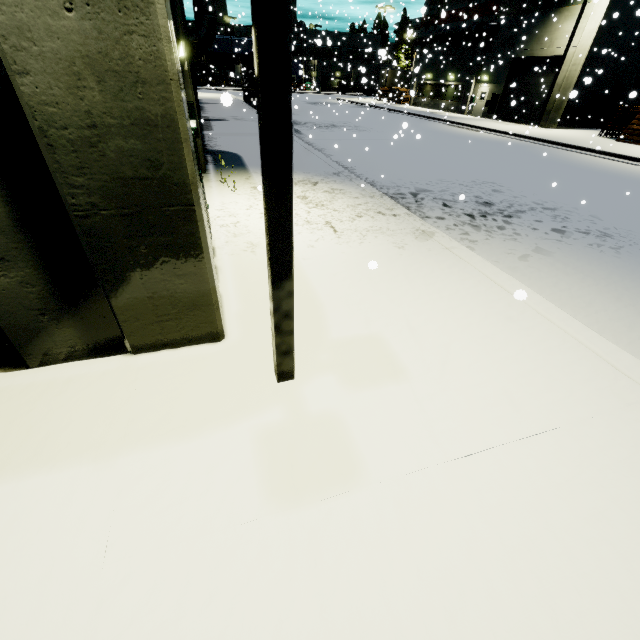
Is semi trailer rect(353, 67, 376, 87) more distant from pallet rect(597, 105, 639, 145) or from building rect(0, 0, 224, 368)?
pallet rect(597, 105, 639, 145)

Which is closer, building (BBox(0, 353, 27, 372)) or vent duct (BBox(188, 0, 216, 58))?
building (BBox(0, 353, 27, 372))

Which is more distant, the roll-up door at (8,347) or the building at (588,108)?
the building at (588,108)

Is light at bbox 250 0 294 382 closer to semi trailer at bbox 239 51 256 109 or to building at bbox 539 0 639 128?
building at bbox 539 0 639 128

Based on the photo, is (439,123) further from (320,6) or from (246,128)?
(246,128)

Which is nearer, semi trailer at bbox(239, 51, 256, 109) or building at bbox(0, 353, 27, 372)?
building at bbox(0, 353, 27, 372)

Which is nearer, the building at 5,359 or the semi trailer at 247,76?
the building at 5,359

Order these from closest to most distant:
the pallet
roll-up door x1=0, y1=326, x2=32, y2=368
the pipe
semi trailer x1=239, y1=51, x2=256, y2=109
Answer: roll-up door x1=0, y1=326, x2=32, y2=368 → the pallet → semi trailer x1=239, y1=51, x2=256, y2=109 → the pipe
